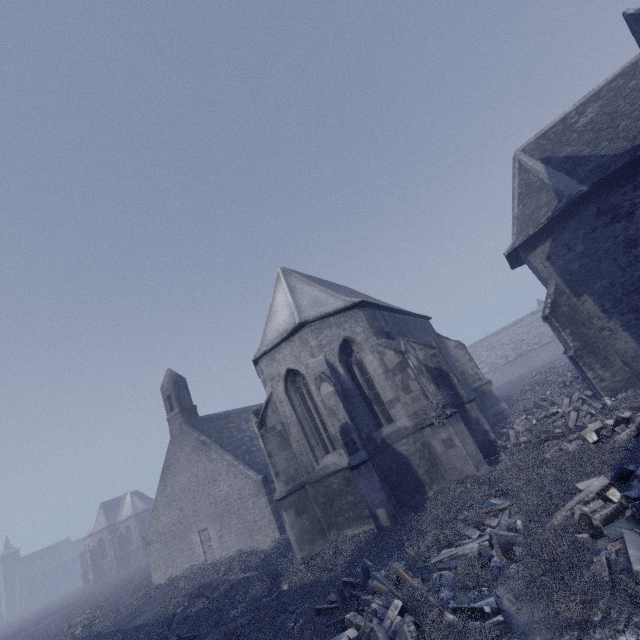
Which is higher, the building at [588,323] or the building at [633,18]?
the building at [633,18]

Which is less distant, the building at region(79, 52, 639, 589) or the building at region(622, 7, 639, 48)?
the building at region(79, 52, 639, 589)

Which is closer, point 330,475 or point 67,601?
point 330,475

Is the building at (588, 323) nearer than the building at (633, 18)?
Yes

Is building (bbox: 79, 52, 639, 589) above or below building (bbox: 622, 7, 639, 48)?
below
